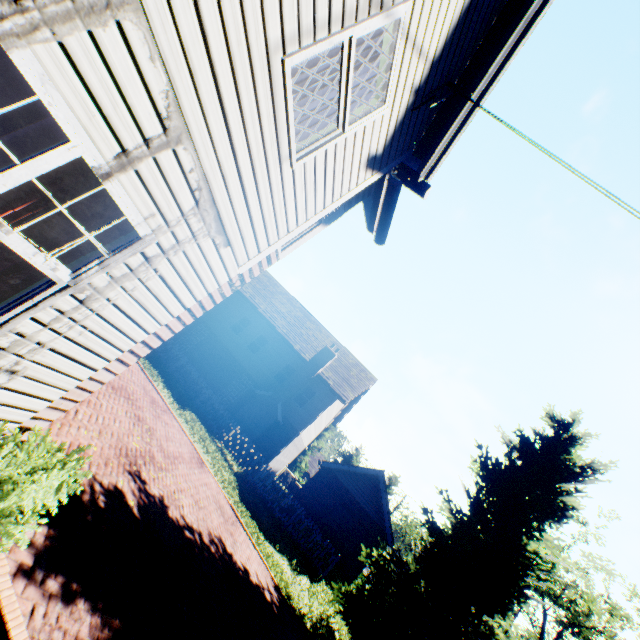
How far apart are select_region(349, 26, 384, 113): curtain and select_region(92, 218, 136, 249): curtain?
1.87m

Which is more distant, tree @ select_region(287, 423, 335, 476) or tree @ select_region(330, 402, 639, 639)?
tree @ select_region(287, 423, 335, 476)

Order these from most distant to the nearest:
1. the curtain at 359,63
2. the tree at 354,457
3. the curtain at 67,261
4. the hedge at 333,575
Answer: the tree at 354,457 → the hedge at 333,575 → the curtain at 359,63 → the curtain at 67,261

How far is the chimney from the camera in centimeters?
1983cm

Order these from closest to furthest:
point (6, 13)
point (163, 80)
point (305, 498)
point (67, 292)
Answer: point (6, 13) → point (163, 80) → point (67, 292) → point (305, 498)

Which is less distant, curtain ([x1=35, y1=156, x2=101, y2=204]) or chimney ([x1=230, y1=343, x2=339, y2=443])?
curtain ([x1=35, y1=156, x2=101, y2=204])

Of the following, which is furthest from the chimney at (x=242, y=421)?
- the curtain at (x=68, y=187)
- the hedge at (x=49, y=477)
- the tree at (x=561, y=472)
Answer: the curtain at (x=68, y=187)

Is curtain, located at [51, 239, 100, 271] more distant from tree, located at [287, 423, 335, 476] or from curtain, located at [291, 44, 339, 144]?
tree, located at [287, 423, 335, 476]
